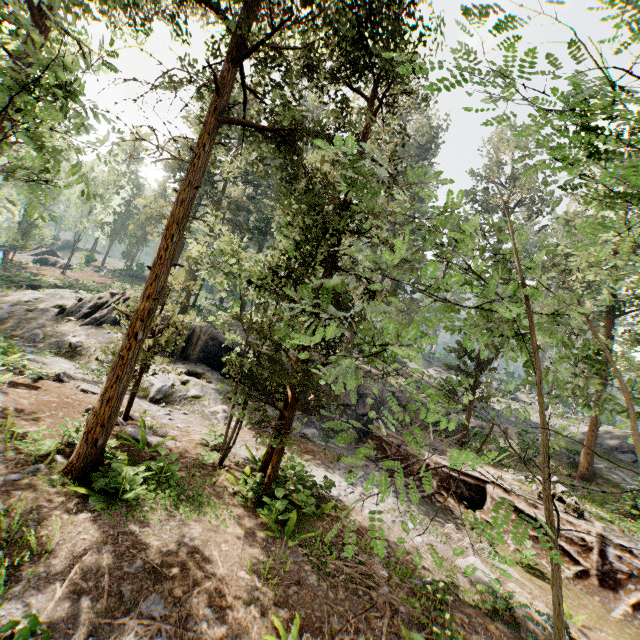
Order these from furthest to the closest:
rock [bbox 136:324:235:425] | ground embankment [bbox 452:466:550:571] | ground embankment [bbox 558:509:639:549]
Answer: rock [bbox 136:324:235:425], ground embankment [bbox 452:466:550:571], ground embankment [bbox 558:509:639:549]

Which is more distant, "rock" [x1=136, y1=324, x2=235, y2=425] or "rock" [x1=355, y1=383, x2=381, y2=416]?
"rock" [x1=355, y1=383, x2=381, y2=416]

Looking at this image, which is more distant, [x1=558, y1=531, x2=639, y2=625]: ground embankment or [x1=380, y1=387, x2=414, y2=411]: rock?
[x1=380, y1=387, x2=414, y2=411]: rock

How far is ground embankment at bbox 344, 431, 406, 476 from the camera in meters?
17.2 m

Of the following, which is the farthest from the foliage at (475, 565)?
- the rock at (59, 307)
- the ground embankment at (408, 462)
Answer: the rock at (59, 307)

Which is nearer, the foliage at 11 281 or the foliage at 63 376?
the foliage at 63 376

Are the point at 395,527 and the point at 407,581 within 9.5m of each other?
yes

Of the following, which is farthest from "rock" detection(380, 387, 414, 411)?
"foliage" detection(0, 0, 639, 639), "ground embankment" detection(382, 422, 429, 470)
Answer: "foliage" detection(0, 0, 639, 639)
